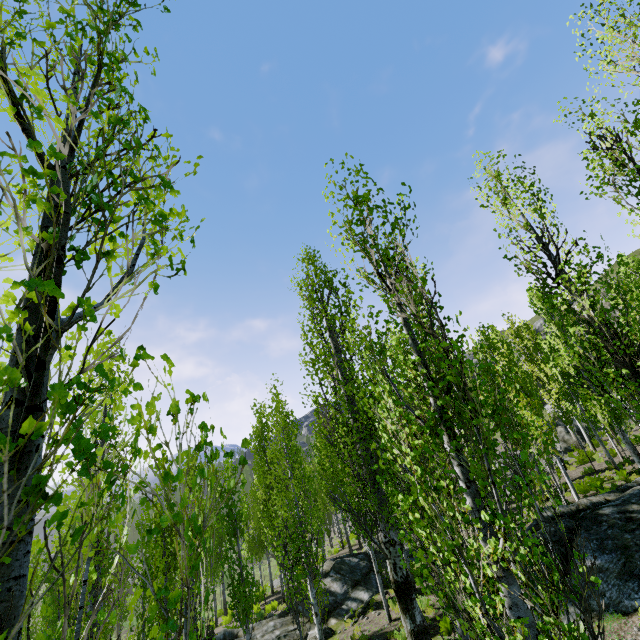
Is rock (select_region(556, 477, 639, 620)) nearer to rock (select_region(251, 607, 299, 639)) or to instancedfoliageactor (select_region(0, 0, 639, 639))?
instancedfoliageactor (select_region(0, 0, 639, 639))

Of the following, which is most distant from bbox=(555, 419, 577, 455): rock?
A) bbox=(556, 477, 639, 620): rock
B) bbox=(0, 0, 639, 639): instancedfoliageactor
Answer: bbox=(556, 477, 639, 620): rock

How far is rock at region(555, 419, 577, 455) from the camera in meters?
28.1

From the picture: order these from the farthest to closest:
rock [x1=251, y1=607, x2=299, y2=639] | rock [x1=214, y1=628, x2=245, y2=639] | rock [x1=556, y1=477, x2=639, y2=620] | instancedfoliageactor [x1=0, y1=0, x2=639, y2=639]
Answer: rock [x1=214, y1=628, x2=245, y2=639]
rock [x1=251, y1=607, x2=299, y2=639]
rock [x1=556, y1=477, x2=639, y2=620]
instancedfoliageactor [x1=0, y1=0, x2=639, y2=639]

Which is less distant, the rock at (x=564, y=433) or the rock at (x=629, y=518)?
the rock at (x=629, y=518)

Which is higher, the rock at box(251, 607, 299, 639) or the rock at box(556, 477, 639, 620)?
the rock at box(556, 477, 639, 620)

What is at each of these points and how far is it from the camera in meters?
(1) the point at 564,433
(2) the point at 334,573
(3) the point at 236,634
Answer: (1) rock, 29.8 m
(2) rock, 16.7 m
(3) rock, 14.9 m

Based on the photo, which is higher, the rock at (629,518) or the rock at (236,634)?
the rock at (629,518)
